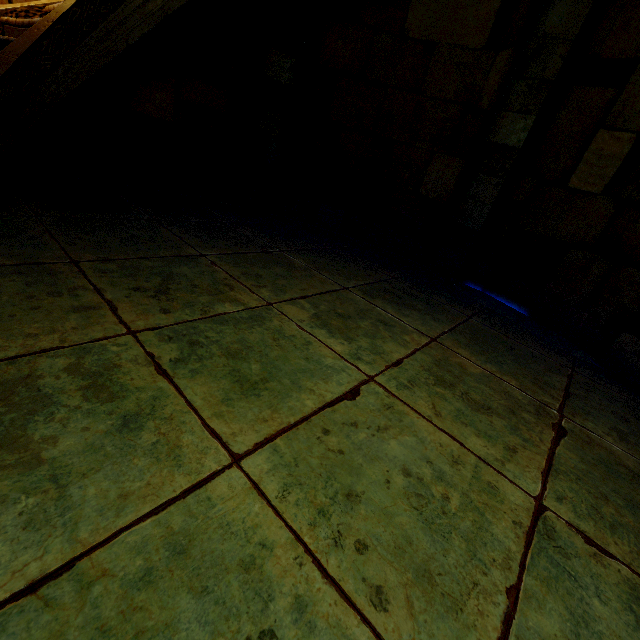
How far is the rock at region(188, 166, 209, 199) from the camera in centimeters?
521cm

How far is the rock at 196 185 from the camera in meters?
5.2

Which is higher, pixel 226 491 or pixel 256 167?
pixel 256 167
